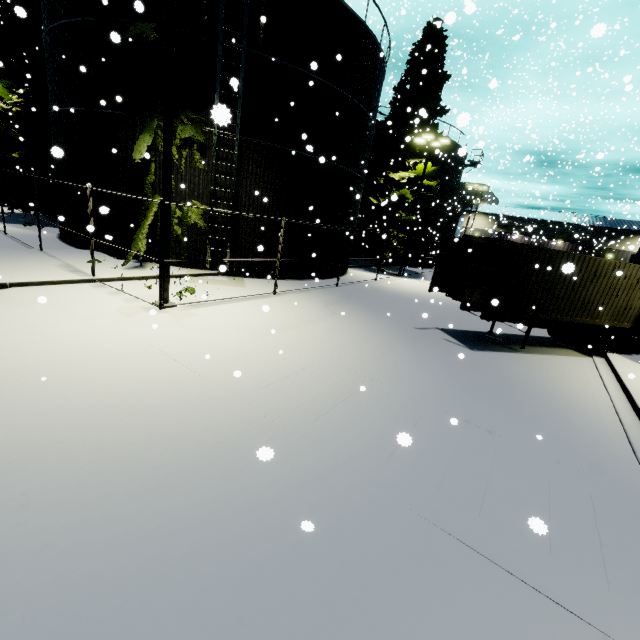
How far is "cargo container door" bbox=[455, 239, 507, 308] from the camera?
10.4m

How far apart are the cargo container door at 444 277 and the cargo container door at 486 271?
0.9m

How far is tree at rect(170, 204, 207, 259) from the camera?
14.0 meters

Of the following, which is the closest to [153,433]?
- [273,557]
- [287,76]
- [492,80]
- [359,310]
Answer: [273,557]

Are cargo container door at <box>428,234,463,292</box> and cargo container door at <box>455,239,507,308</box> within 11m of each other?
yes

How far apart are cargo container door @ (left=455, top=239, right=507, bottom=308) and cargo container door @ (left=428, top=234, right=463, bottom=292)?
0.9 meters

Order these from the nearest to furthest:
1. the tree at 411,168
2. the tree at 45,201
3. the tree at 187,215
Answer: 1. the tree at 187,215
2. the tree at 45,201
3. the tree at 411,168
